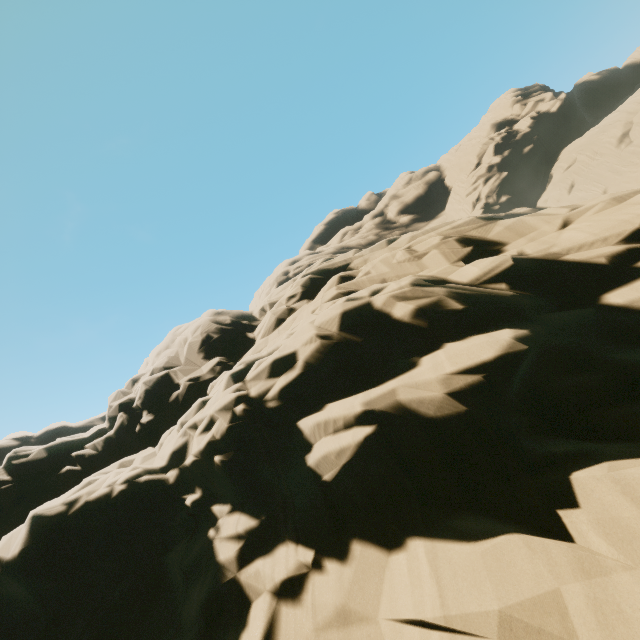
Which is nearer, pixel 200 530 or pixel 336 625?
pixel 336 625
